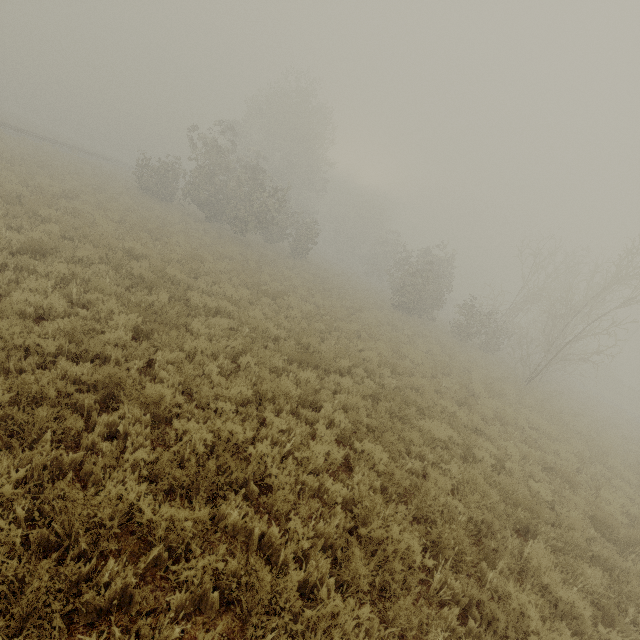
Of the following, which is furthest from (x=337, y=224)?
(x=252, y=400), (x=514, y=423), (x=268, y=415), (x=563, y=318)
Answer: (x=268, y=415)

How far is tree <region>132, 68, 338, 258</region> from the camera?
24.4m

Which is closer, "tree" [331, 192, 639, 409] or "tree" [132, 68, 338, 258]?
"tree" [331, 192, 639, 409]

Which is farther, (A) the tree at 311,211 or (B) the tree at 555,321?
(A) the tree at 311,211

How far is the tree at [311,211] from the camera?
24.4m
